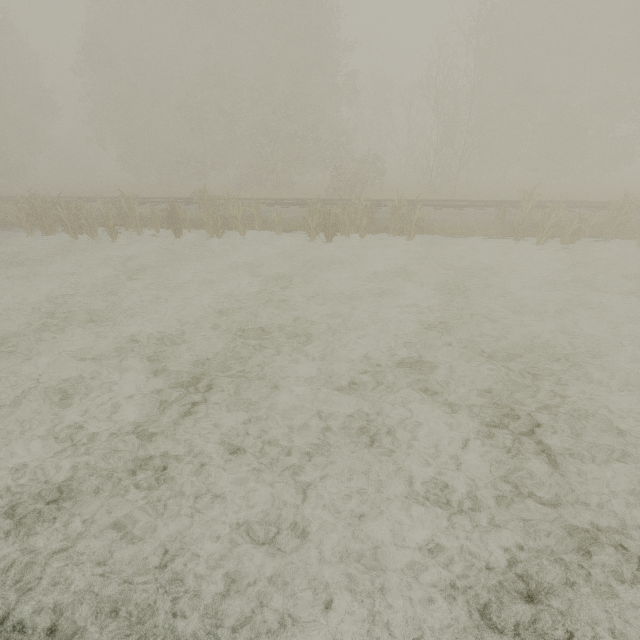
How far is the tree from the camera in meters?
13.2

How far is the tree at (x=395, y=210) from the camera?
13.2m

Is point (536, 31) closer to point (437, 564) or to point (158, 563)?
point (437, 564)
